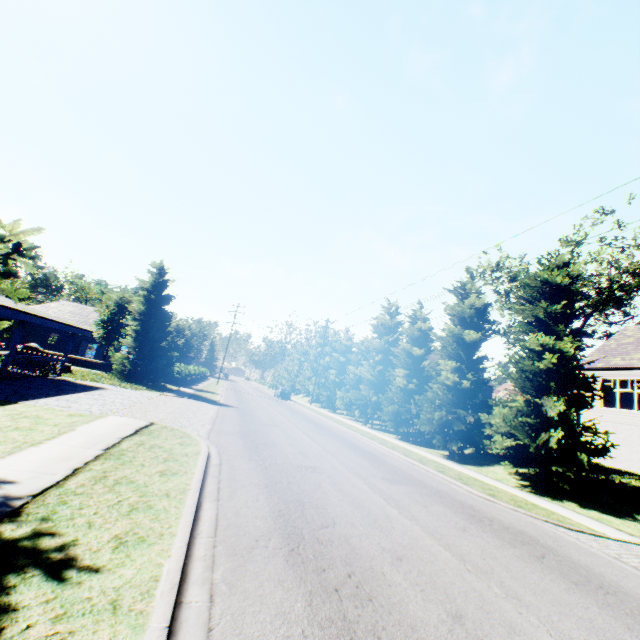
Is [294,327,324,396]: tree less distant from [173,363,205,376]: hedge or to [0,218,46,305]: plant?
[0,218,46,305]: plant

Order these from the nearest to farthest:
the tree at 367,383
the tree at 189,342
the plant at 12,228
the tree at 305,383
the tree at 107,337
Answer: the plant at 12,228 < the tree at 367,383 < the tree at 107,337 < the tree at 189,342 < the tree at 305,383

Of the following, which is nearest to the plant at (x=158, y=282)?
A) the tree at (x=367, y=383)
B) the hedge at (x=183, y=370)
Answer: the tree at (x=367, y=383)

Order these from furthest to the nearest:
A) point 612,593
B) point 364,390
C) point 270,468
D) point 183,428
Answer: point 364,390 → point 183,428 → point 270,468 → point 612,593

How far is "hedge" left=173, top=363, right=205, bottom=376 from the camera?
31.3m

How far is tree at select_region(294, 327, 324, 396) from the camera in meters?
49.3 m

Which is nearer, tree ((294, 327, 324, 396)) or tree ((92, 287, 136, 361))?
tree ((92, 287, 136, 361))

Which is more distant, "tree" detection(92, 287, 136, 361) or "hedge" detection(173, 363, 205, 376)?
"hedge" detection(173, 363, 205, 376)
